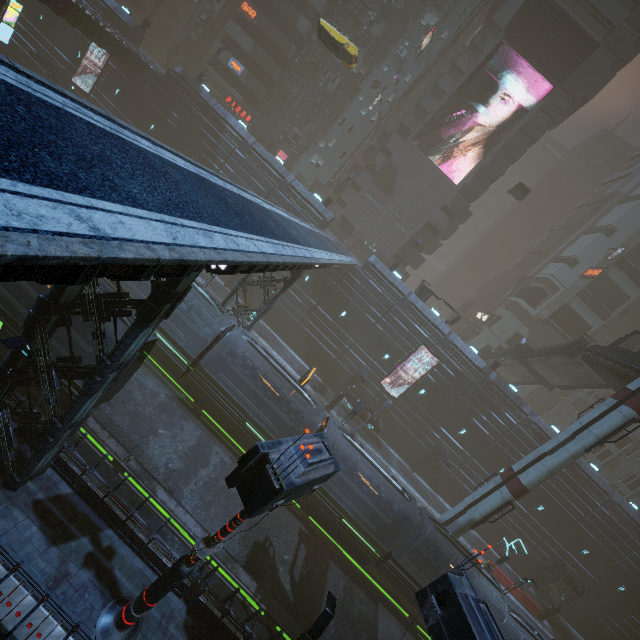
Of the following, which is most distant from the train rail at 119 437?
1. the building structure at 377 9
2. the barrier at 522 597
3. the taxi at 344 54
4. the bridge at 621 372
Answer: the building structure at 377 9

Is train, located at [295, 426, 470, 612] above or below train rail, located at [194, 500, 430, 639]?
above

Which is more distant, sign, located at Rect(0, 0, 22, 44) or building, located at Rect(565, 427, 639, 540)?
building, located at Rect(565, 427, 639, 540)

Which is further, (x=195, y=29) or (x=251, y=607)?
(x=195, y=29)

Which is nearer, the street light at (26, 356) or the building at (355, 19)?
the street light at (26, 356)

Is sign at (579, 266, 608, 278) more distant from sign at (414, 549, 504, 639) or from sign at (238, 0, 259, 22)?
sign at (238, 0, 259, 22)

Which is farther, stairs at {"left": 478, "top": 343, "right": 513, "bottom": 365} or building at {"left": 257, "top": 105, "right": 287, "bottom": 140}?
building at {"left": 257, "top": 105, "right": 287, "bottom": 140}

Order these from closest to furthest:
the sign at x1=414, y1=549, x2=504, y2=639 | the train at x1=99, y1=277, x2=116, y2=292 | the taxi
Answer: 1. the sign at x1=414, y1=549, x2=504, y2=639
2. the train at x1=99, y1=277, x2=116, y2=292
3. the taxi
